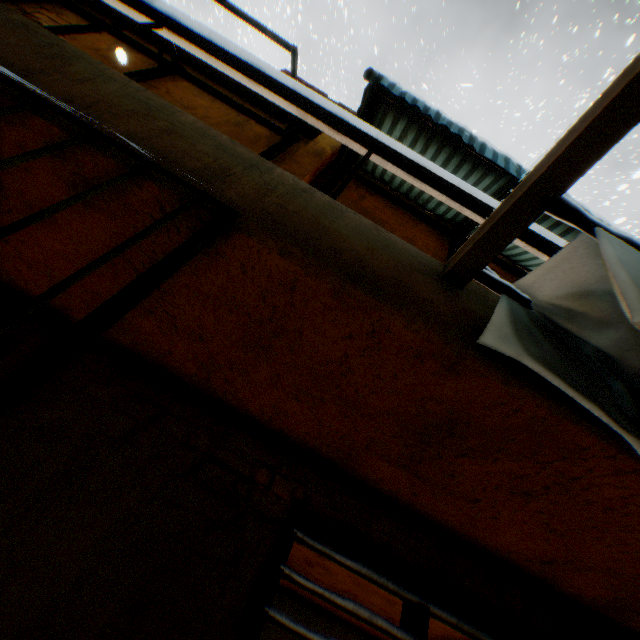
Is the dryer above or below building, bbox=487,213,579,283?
below

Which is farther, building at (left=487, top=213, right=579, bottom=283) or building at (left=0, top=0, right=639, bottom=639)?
building at (left=487, top=213, right=579, bottom=283)

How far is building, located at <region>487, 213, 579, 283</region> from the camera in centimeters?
219cm

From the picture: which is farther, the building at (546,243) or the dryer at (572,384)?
the building at (546,243)

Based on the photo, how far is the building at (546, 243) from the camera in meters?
2.2

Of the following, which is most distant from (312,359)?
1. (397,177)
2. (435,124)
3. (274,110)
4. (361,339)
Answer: (274,110)

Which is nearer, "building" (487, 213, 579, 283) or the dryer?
the dryer
